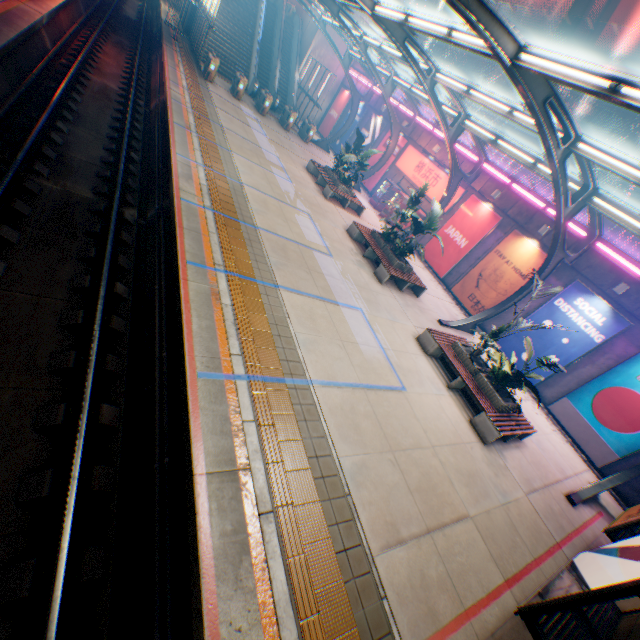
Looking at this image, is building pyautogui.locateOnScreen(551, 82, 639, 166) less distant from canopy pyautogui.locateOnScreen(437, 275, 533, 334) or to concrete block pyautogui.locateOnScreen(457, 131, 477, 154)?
concrete block pyautogui.locateOnScreen(457, 131, 477, 154)

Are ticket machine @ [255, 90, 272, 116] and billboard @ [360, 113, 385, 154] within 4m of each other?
no

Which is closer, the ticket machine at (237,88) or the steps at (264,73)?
the ticket machine at (237,88)

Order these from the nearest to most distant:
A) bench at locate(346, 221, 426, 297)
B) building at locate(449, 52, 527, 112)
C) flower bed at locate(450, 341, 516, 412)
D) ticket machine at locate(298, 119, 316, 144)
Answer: flower bed at locate(450, 341, 516, 412)
bench at locate(346, 221, 426, 297)
ticket machine at locate(298, 119, 316, 144)
building at locate(449, 52, 527, 112)

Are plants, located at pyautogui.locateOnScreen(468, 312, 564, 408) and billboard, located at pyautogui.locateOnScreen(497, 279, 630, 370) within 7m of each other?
yes

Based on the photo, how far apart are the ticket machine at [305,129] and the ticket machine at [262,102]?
3.4 meters

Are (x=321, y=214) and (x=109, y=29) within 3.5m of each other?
no

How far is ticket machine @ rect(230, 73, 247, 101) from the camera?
21.5 meters
